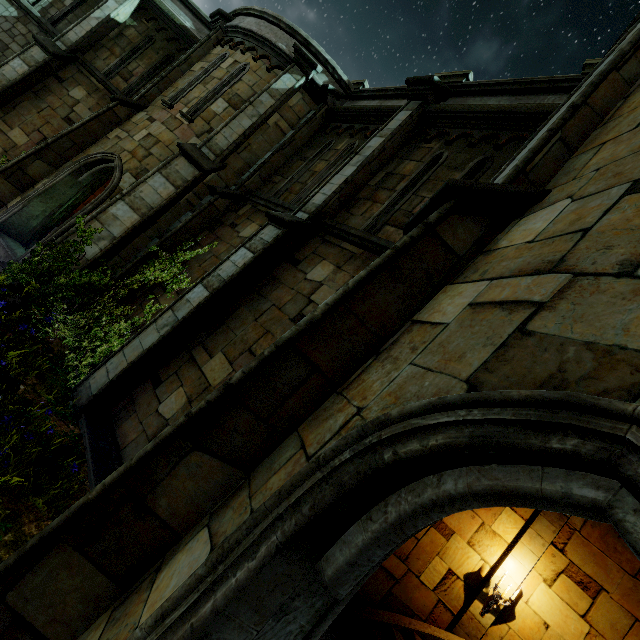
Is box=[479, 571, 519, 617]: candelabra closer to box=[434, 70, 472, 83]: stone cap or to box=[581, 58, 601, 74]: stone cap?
box=[581, 58, 601, 74]: stone cap

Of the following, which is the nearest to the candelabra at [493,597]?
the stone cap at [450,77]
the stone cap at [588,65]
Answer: the stone cap at [588,65]

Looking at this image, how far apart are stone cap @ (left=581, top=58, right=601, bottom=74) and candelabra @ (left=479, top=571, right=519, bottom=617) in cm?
914

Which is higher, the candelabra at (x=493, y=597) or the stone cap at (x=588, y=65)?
the stone cap at (x=588, y=65)

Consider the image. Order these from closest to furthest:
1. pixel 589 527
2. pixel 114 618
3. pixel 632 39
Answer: pixel 114 618 < pixel 632 39 < pixel 589 527

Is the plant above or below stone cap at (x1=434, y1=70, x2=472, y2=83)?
below

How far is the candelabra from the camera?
6.71m

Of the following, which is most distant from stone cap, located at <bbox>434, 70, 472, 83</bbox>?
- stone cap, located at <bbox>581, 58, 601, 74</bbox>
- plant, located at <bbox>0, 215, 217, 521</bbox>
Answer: plant, located at <bbox>0, 215, 217, 521</bbox>
